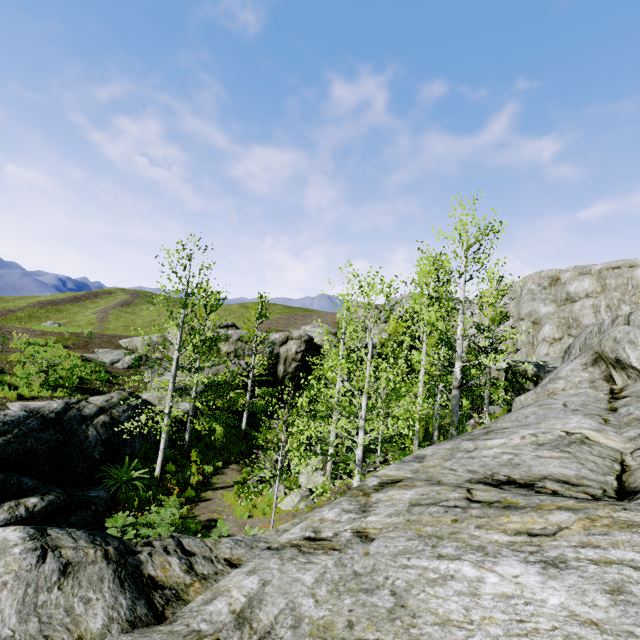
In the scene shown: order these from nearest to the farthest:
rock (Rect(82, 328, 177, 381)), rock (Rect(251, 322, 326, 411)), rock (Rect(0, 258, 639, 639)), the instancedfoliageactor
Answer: rock (Rect(0, 258, 639, 639)) → the instancedfoliageactor → rock (Rect(82, 328, 177, 381)) → rock (Rect(251, 322, 326, 411))

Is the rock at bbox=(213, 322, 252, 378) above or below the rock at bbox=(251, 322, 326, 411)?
above

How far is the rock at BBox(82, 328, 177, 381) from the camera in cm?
2170

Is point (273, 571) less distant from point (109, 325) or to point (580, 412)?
point (580, 412)

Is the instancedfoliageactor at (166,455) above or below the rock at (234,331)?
below

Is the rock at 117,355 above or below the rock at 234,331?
below

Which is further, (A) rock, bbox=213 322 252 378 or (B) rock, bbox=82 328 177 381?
(A) rock, bbox=213 322 252 378
